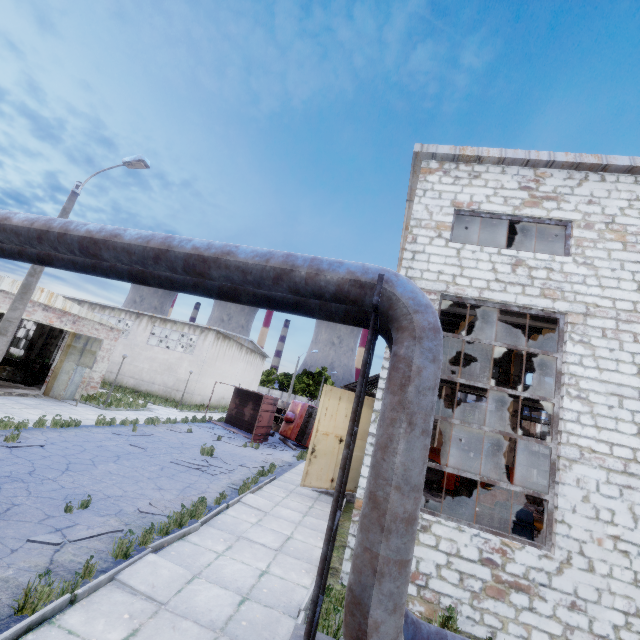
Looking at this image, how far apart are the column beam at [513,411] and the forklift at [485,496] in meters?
5.0

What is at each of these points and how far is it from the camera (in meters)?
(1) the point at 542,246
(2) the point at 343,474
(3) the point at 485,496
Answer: (1) column beam, 11.30
(2) pipe holder, 3.54
(3) forklift, 16.61

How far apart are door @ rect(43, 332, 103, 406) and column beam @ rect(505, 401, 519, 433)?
26.8 meters

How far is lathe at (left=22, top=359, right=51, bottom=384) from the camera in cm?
2109

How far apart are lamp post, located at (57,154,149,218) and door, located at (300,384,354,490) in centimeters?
1039cm

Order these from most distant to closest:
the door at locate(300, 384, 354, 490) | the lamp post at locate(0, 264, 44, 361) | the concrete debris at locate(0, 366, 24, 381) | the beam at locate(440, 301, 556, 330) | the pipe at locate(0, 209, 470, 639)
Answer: the concrete debris at locate(0, 366, 24, 381)
the door at locate(300, 384, 354, 490)
the lamp post at locate(0, 264, 44, 361)
the beam at locate(440, 301, 556, 330)
the pipe at locate(0, 209, 470, 639)

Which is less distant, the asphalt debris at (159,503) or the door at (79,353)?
the asphalt debris at (159,503)

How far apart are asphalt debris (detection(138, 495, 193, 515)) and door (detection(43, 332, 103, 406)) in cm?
1268
